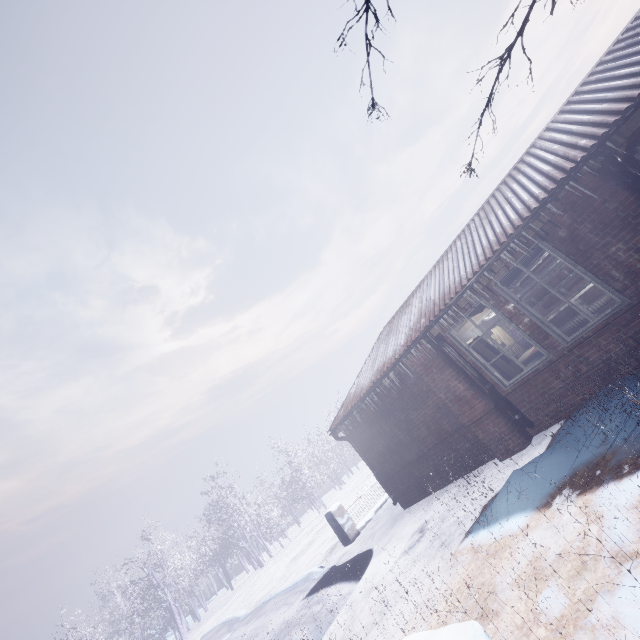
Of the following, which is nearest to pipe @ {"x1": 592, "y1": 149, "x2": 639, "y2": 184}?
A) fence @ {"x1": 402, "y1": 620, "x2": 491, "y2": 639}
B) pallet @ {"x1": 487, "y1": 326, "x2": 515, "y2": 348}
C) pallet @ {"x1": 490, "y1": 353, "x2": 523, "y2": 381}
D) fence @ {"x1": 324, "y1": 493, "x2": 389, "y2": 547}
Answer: pallet @ {"x1": 490, "y1": 353, "x2": 523, "y2": 381}

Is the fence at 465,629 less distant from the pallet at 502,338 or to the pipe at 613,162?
the pipe at 613,162

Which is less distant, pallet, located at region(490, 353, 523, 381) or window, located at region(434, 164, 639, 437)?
window, located at region(434, 164, 639, 437)

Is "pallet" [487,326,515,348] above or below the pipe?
below

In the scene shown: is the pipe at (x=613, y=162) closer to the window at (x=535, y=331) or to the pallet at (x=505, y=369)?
the window at (x=535, y=331)

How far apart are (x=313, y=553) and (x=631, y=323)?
12.2 meters

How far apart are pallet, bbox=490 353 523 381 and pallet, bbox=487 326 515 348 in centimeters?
809cm

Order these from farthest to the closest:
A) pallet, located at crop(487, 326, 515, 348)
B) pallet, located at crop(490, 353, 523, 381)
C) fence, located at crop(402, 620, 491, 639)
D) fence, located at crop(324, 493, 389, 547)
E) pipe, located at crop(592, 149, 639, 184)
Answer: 1. pallet, located at crop(487, 326, 515, 348)
2. fence, located at crop(324, 493, 389, 547)
3. pallet, located at crop(490, 353, 523, 381)
4. pipe, located at crop(592, 149, 639, 184)
5. fence, located at crop(402, 620, 491, 639)
